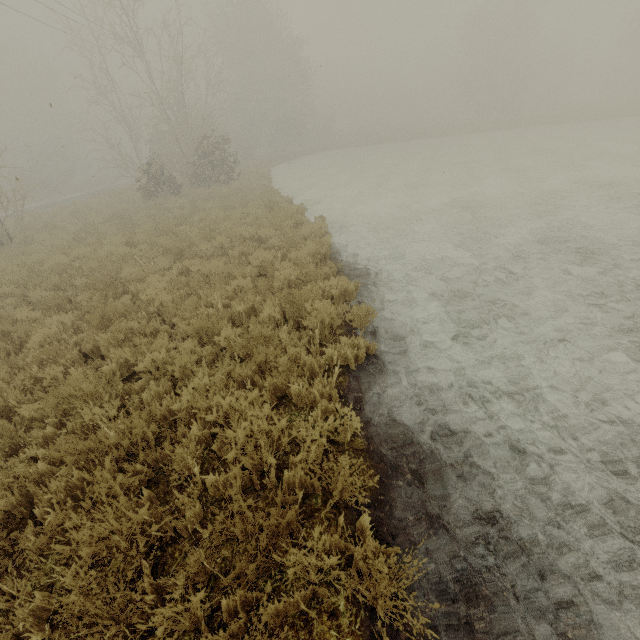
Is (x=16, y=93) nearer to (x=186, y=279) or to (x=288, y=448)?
(x=186, y=279)
